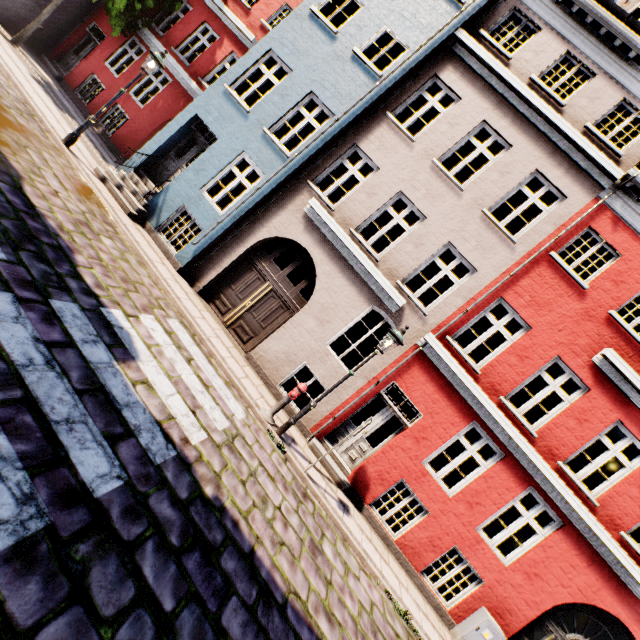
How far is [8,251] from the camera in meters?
4.5 m

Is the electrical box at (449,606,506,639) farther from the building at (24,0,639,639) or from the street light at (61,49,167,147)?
the street light at (61,49,167,147)

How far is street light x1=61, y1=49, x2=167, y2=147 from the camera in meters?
8.8

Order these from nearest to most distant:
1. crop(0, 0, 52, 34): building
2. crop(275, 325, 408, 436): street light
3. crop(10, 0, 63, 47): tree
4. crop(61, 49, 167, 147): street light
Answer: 1. crop(275, 325, 408, 436): street light
2. crop(61, 49, 167, 147): street light
3. crop(10, 0, 63, 47): tree
4. crop(0, 0, 52, 34): building

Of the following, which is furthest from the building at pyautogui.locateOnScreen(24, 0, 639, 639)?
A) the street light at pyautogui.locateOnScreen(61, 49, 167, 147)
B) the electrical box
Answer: the street light at pyautogui.locateOnScreen(61, 49, 167, 147)

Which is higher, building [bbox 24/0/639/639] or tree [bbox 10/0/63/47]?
building [bbox 24/0/639/639]

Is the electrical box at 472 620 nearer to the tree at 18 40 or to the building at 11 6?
the building at 11 6

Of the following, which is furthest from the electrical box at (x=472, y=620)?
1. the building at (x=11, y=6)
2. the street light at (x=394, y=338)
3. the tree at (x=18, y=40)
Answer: the tree at (x=18, y=40)
